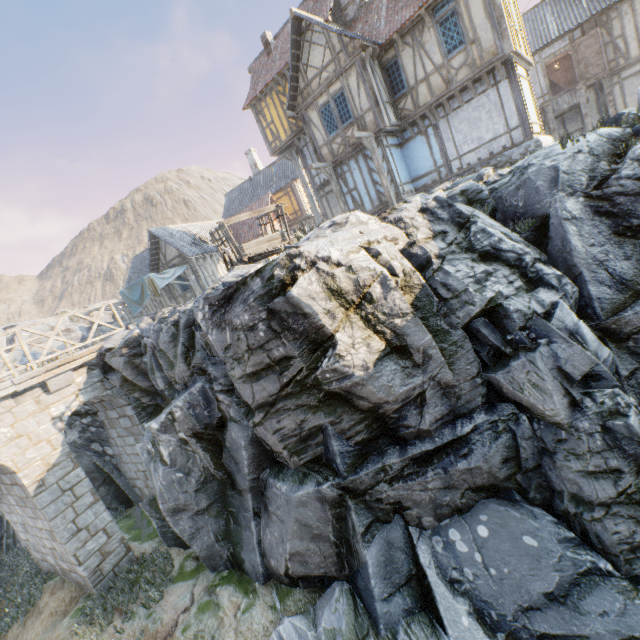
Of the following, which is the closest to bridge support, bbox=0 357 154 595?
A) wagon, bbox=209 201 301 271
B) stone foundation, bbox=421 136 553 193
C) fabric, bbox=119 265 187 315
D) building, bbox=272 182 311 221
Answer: wagon, bbox=209 201 301 271

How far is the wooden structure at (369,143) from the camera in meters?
13.5

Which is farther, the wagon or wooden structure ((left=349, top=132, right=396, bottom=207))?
wooden structure ((left=349, top=132, right=396, bottom=207))

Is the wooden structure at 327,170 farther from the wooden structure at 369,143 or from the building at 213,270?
the building at 213,270

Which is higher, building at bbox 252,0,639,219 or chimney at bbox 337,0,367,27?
chimney at bbox 337,0,367,27

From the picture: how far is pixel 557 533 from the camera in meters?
5.6

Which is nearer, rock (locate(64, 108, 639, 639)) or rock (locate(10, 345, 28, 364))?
rock (locate(64, 108, 639, 639))

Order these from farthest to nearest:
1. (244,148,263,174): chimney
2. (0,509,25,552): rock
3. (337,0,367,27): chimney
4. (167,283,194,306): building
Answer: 1. (244,148,263,174): chimney
2. (167,283,194,306): building
3. (337,0,367,27): chimney
4. (0,509,25,552): rock
